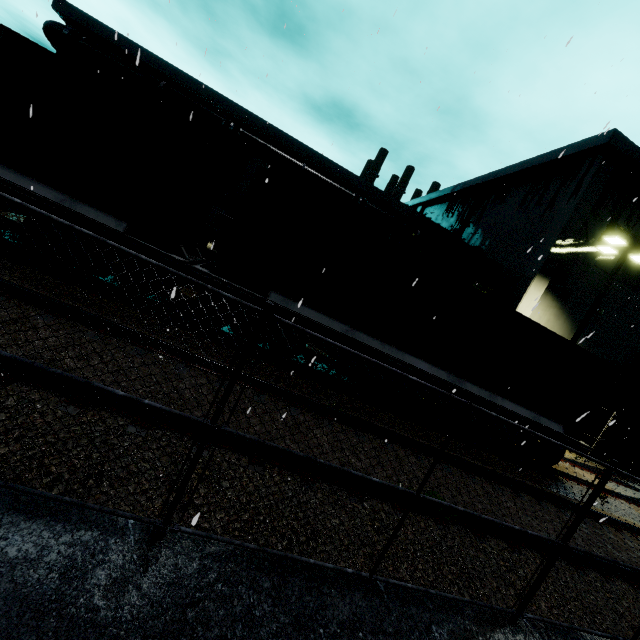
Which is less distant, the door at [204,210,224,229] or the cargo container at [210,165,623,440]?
the cargo container at [210,165,623,440]

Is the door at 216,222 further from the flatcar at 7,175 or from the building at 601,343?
the flatcar at 7,175

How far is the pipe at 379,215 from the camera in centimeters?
1920cm

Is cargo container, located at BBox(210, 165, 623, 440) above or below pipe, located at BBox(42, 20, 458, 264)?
below

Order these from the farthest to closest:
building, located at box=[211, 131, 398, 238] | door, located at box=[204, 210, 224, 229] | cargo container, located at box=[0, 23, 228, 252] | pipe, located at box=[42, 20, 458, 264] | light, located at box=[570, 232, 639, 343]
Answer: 1. door, located at box=[204, 210, 224, 229]
2. pipe, located at box=[42, 20, 458, 264]
3. building, located at box=[211, 131, 398, 238]
4. light, located at box=[570, 232, 639, 343]
5. cargo container, located at box=[0, 23, 228, 252]

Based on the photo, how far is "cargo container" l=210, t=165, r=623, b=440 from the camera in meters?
7.5

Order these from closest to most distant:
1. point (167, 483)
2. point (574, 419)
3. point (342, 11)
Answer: point (167, 483) < point (574, 419) < point (342, 11)

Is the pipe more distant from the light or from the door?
the light
